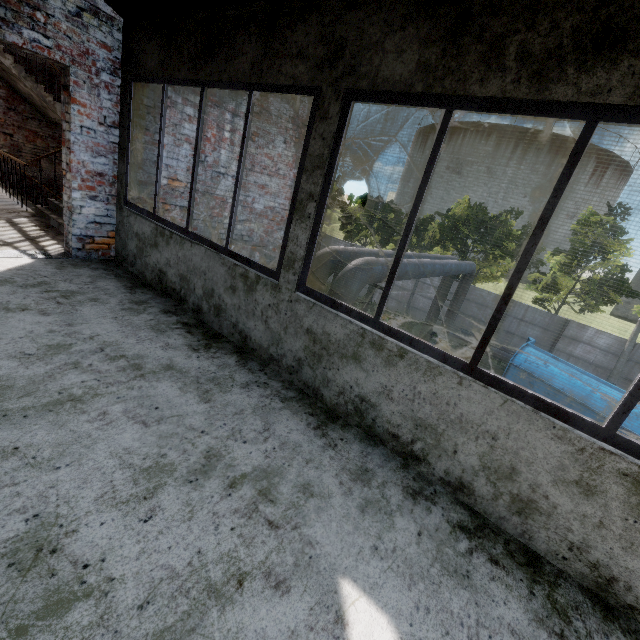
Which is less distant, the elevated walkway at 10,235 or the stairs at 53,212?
the elevated walkway at 10,235

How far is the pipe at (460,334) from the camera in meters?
16.1

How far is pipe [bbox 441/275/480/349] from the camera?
16.1m

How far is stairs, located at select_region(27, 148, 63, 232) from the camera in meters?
5.4

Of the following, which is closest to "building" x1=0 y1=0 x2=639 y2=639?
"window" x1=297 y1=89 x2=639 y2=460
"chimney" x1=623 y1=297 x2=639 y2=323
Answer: "window" x1=297 y1=89 x2=639 y2=460

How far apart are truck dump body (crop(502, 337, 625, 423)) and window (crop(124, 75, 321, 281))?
13.4 meters

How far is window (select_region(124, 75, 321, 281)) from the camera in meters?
2.6 m

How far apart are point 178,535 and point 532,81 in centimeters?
285cm
